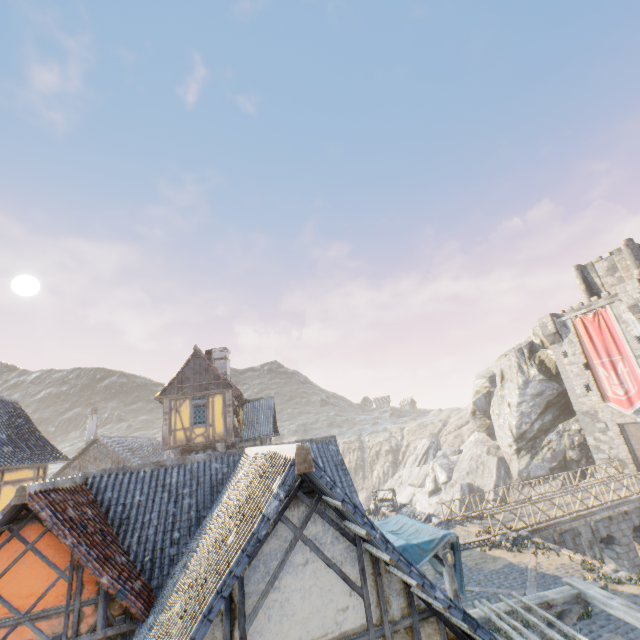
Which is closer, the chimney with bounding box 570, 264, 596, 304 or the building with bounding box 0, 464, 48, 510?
the building with bounding box 0, 464, 48, 510

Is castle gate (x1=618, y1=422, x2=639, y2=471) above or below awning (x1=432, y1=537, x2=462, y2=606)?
above

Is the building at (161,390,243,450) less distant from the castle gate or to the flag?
the flag

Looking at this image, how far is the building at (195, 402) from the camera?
19.1 meters

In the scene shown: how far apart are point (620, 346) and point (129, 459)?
41.8 meters

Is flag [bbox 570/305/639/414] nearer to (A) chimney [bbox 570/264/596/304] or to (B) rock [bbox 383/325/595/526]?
(B) rock [bbox 383/325/595/526]

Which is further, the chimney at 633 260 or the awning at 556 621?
the chimney at 633 260

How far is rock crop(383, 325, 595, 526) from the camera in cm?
3234
